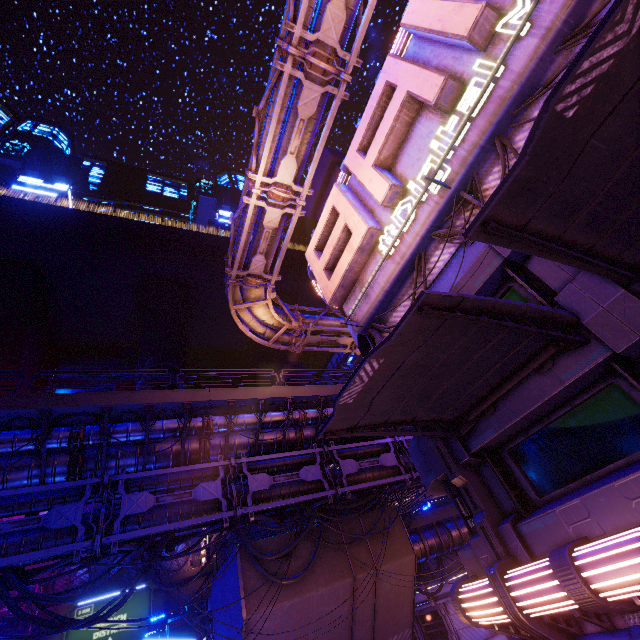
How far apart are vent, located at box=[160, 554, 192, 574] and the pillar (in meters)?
44.95

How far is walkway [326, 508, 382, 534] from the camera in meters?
18.2

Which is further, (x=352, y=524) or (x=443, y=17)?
(x=352, y=524)

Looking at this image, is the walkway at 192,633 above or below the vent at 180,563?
below

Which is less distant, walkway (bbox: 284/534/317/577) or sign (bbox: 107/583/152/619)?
walkway (bbox: 284/534/317/577)

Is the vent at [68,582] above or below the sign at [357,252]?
above

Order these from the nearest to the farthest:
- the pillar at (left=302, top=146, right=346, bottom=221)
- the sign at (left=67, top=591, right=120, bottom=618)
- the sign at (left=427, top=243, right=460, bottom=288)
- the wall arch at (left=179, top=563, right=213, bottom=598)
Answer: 1. the sign at (left=427, top=243, right=460, bottom=288)
2. the pillar at (left=302, top=146, right=346, bottom=221)
3. the sign at (left=67, top=591, right=120, bottom=618)
4. the wall arch at (left=179, top=563, right=213, bottom=598)

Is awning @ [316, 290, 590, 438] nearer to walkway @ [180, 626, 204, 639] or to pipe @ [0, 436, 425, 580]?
pipe @ [0, 436, 425, 580]
